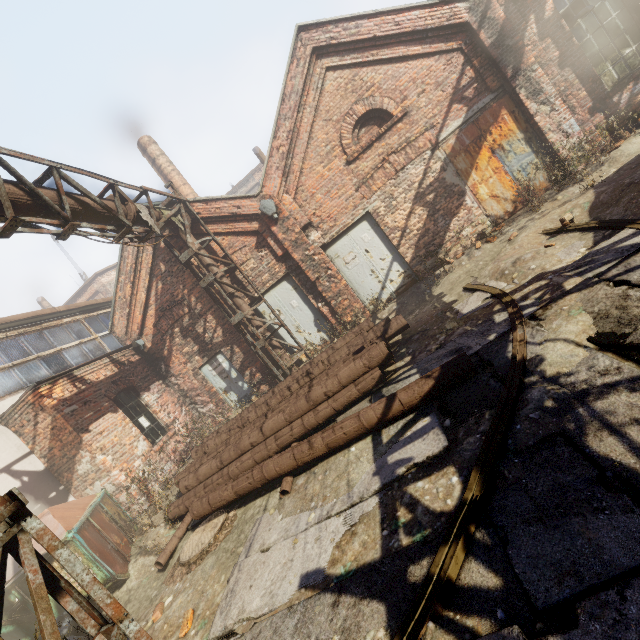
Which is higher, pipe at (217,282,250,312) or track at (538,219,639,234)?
pipe at (217,282,250,312)

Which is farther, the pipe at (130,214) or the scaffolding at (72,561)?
the pipe at (130,214)

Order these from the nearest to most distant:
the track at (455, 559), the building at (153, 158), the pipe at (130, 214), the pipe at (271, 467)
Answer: the track at (455, 559), the pipe at (271, 467), the pipe at (130, 214), the building at (153, 158)

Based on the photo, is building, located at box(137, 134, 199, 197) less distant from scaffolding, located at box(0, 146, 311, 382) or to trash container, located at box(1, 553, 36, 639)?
scaffolding, located at box(0, 146, 311, 382)

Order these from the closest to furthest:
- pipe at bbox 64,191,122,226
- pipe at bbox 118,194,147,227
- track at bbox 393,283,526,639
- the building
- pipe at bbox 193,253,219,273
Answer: track at bbox 393,283,526,639, pipe at bbox 64,191,122,226, pipe at bbox 118,194,147,227, pipe at bbox 193,253,219,273, the building

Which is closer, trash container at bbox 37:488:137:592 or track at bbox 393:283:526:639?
track at bbox 393:283:526:639

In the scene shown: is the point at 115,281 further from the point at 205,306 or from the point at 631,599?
the point at 631,599

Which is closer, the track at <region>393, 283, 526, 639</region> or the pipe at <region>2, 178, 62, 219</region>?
the track at <region>393, 283, 526, 639</region>
